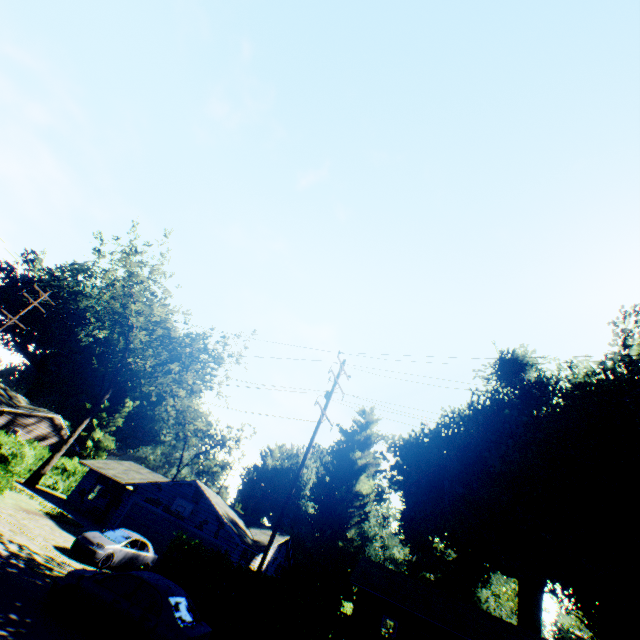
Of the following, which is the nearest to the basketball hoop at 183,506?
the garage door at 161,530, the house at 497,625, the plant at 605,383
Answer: the garage door at 161,530

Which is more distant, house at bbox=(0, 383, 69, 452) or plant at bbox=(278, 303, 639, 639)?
house at bbox=(0, 383, 69, 452)

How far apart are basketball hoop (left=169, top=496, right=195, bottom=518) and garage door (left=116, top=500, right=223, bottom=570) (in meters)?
0.53

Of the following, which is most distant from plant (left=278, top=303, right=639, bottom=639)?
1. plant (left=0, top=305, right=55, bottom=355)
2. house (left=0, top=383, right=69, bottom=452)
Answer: plant (left=0, top=305, right=55, bottom=355)

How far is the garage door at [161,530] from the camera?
22.6 meters

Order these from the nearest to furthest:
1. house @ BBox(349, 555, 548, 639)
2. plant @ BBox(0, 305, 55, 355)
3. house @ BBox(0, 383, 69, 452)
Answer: house @ BBox(349, 555, 548, 639) → house @ BBox(0, 383, 69, 452) → plant @ BBox(0, 305, 55, 355)

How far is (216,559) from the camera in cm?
1348

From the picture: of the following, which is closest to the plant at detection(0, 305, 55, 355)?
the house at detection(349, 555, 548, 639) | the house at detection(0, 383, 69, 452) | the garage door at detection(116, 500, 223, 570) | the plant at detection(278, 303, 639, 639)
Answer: the house at detection(0, 383, 69, 452)
